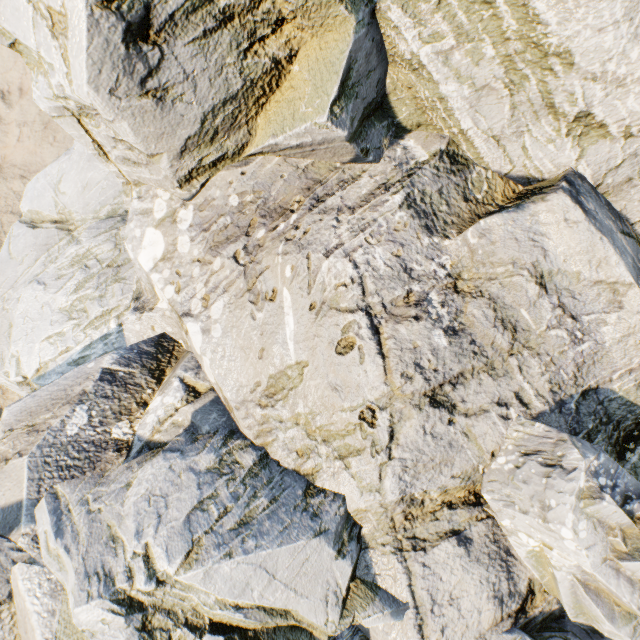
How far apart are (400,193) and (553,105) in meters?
3.1 m
